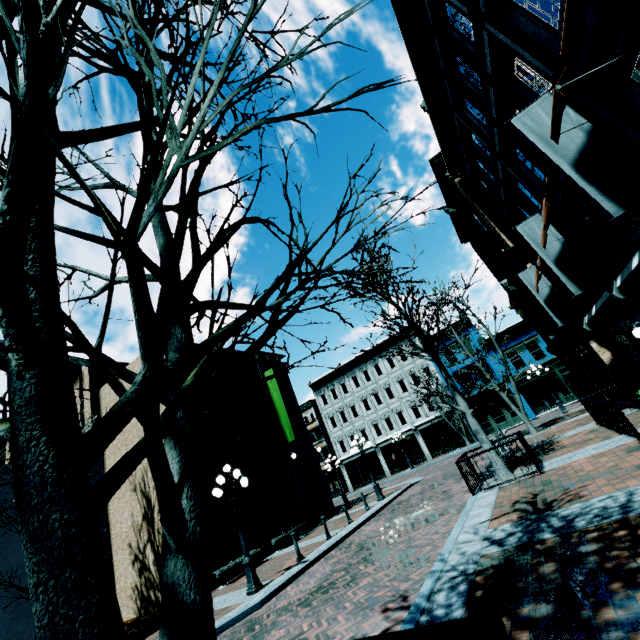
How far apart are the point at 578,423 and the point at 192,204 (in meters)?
19.39

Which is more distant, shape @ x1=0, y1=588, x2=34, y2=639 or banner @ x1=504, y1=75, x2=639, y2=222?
shape @ x1=0, y1=588, x2=34, y2=639

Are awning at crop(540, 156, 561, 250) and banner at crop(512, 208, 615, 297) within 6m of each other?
yes

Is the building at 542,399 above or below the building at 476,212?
below

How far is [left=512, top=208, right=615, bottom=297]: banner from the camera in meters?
9.4 m

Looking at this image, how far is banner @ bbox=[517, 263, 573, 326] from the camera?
13.6 meters

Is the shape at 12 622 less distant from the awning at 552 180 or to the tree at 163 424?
the tree at 163 424

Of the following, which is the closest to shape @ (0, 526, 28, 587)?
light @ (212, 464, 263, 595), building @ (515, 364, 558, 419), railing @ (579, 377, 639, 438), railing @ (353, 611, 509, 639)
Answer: light @ (212, 464, 263, 595)
